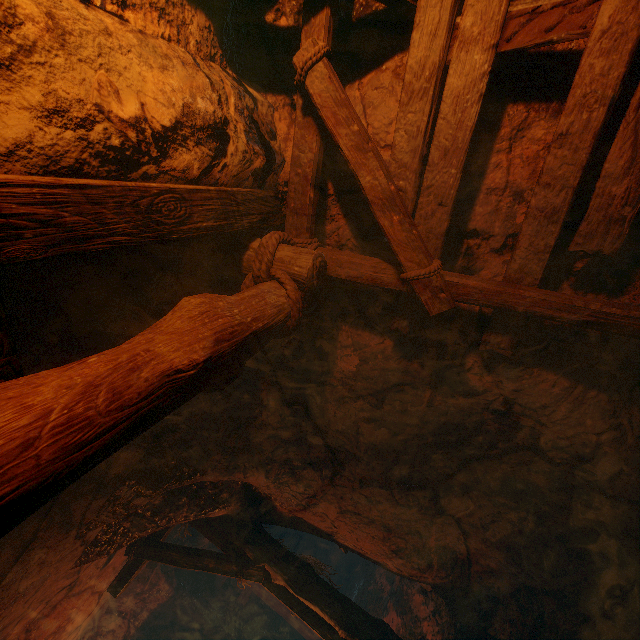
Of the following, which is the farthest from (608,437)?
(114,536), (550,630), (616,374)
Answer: (114,536)
